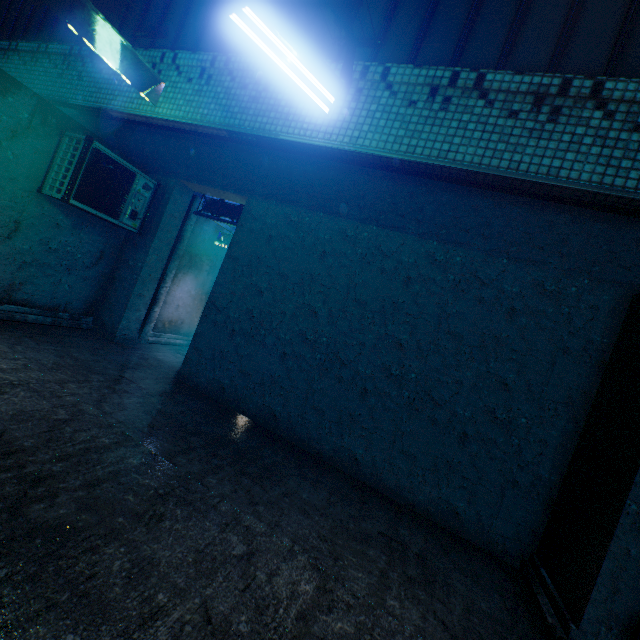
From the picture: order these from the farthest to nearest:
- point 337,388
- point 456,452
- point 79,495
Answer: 1. point 337,388
2. point 456,452
3. point 79,495

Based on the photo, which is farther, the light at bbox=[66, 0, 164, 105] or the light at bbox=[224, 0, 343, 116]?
the light at bbox=[66, 0, 164, 105]

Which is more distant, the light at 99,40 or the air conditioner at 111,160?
the air conditioner at 111,160

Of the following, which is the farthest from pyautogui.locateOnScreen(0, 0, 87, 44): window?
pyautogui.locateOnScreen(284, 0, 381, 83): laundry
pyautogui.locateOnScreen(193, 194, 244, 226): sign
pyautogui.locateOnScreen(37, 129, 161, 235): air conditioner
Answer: pyautogui.locateOnScreen(193, 194, 244, 226): sign

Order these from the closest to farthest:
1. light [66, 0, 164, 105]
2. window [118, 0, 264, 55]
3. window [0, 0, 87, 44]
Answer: light [66, 0, 164, 105]
window [118, 0, 264, 55]
window [0, 0, 87, 44]

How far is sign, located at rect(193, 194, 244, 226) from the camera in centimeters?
580cm

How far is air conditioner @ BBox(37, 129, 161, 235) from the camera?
4.24m

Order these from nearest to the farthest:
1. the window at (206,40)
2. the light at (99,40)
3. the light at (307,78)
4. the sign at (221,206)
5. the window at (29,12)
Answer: the light at (307,78) → the light at (99,40) → the window at (206,40) → the window at (29,12) → the sign at (221,206)
